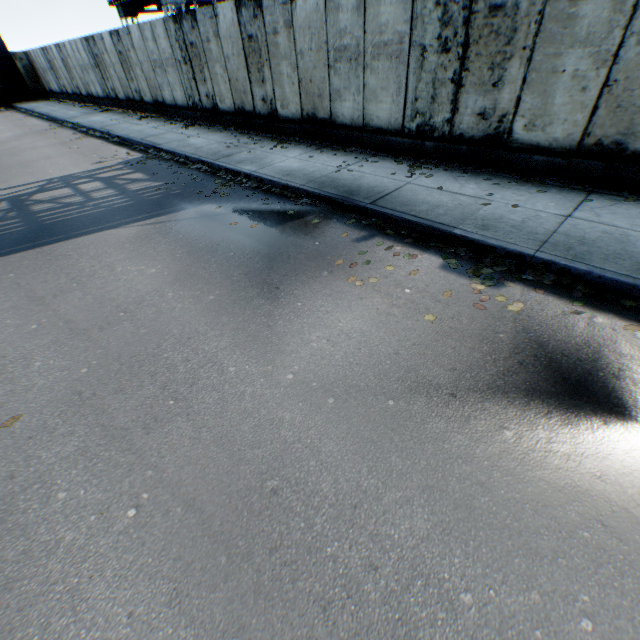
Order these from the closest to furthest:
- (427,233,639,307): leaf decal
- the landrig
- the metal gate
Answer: (427,233,639,307): leaf decal, the landrig, the metal gate

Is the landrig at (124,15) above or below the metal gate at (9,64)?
above

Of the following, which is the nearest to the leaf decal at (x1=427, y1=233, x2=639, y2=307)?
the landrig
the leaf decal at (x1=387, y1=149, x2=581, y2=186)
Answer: the leaf decal at (x1=387, y1=149, x2=581, y2=186)

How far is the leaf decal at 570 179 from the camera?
6.04m

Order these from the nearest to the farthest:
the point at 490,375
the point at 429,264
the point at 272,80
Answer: the point at 490,375
the point at 429,264
the point at 272,80

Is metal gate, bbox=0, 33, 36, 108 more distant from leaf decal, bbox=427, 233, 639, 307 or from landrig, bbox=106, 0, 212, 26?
leaf decal, bbox=427, 233, 639, 307

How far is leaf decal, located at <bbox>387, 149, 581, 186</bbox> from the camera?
6.04m

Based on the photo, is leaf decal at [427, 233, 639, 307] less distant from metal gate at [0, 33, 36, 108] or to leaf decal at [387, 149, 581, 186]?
leaf decal at [387, 149, 581, 186]
